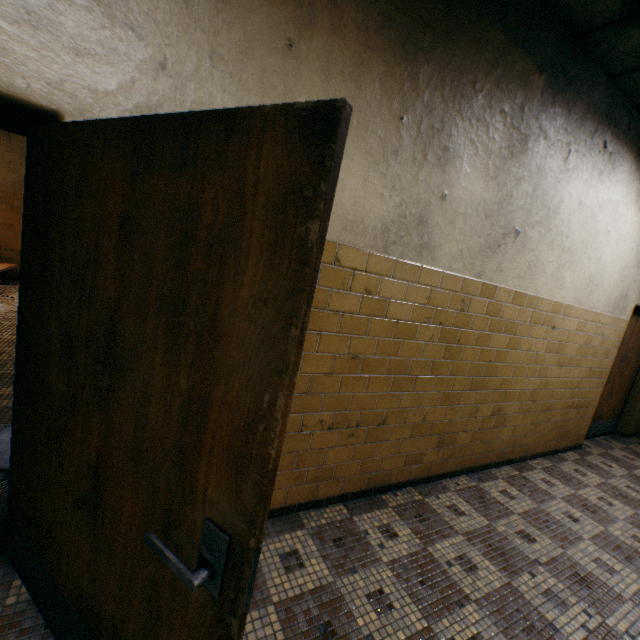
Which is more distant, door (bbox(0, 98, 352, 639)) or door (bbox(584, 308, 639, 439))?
door (bbox(584, 308, 639, 439))

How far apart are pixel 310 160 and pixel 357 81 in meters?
1.6

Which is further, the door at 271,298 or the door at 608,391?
the door at 608,391
